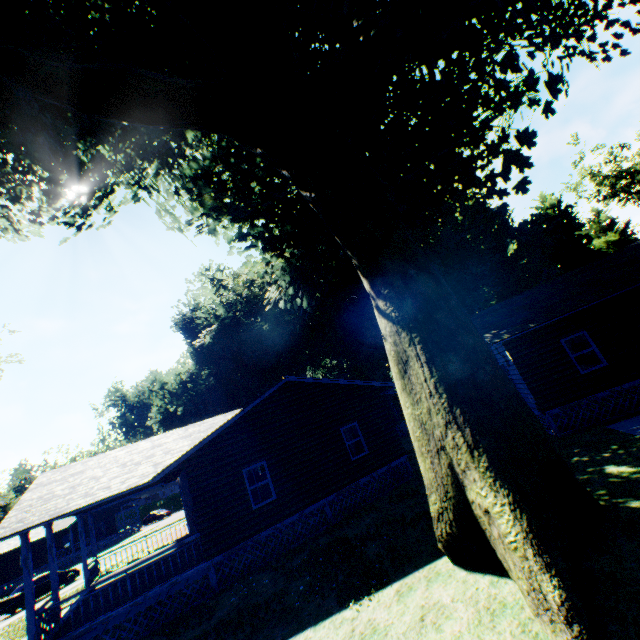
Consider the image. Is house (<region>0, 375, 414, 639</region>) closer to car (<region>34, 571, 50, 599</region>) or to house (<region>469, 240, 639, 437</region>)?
house (<region>469, 240, 639, 437</region>)

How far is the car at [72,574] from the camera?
25.56m

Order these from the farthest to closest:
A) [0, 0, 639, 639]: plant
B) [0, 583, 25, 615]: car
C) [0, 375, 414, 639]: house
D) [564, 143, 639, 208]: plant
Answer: [564, 143, 639, 208]: plant, [0, 583, 25, 615]: car, [0, 375, 414, 639]: house, [0, 0, 639, 639]: plant

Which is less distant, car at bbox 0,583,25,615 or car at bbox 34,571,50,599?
car at bbox 0,583,25,615

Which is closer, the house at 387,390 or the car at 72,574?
the house at 387,390

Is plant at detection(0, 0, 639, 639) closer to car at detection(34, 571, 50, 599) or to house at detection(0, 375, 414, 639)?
house at detection(0, 375, 414, 639)

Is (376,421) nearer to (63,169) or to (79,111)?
(79,111)

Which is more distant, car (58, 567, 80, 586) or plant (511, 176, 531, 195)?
car (58, 567, 80, 586)
